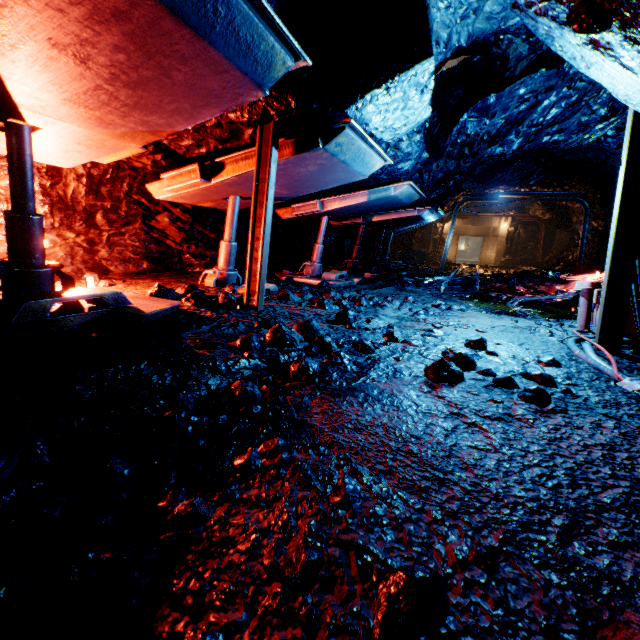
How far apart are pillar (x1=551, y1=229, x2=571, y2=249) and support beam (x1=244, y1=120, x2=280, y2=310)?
24.60m

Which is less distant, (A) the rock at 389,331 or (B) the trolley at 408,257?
(A) the rock at 389,331

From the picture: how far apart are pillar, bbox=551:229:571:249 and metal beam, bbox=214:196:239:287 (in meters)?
24.01

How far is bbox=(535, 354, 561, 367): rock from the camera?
2.9 meters

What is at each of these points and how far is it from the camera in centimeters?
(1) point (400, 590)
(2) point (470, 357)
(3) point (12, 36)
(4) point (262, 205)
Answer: (1) rock, 89cm
(2) rock, 275cm
(3) metal top, 172cm
(4) support beam, 355cm

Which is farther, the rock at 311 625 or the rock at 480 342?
the rock at 480 342

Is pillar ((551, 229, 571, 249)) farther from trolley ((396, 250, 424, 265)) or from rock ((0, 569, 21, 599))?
trolley ((396, 250, 424, 265))

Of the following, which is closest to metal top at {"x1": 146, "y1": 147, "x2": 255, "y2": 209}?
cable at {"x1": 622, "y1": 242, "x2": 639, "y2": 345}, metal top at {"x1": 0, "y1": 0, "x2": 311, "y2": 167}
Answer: metal top at {"x1": 0, "y1": 0, "x2": 311, "y2": 167}
